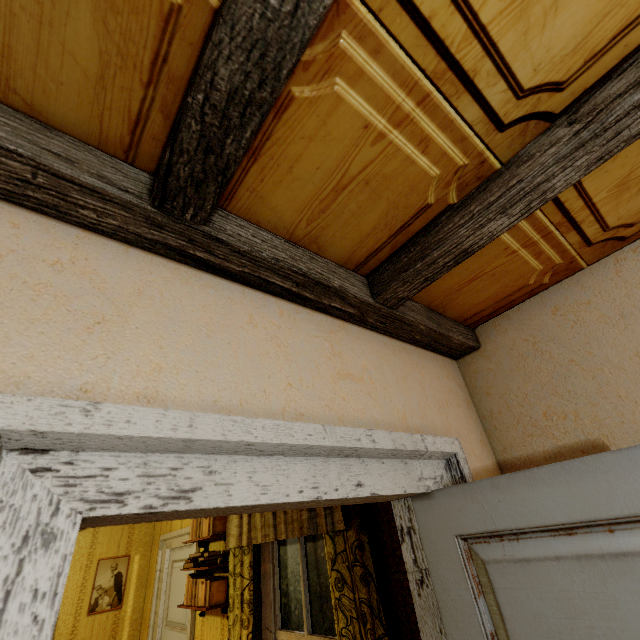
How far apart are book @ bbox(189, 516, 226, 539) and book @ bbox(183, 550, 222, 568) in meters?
→ 0.2

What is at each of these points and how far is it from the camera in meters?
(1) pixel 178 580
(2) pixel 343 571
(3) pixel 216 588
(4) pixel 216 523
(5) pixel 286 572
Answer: (1) door, 4.2
(2) curtain, 2.0
(3) book, 3.0
(4) book, 3.3
(5) window, 2.7

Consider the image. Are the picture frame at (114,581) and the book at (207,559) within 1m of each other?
no

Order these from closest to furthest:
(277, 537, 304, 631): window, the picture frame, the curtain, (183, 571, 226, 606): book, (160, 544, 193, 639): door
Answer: the curtain, (277, 537, 304, 631): window, (183, 571, 226, 606): book, (160, 544, 193, 639): door, the picture frame

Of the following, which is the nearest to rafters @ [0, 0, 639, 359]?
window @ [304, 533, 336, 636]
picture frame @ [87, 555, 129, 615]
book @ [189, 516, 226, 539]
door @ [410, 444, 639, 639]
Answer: door @ [410, 444, 639, 639]

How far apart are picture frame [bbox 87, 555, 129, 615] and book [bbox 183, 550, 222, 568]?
2.6m

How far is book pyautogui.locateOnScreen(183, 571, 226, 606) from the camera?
3.0 meters

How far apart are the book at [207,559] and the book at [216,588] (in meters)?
0.11
